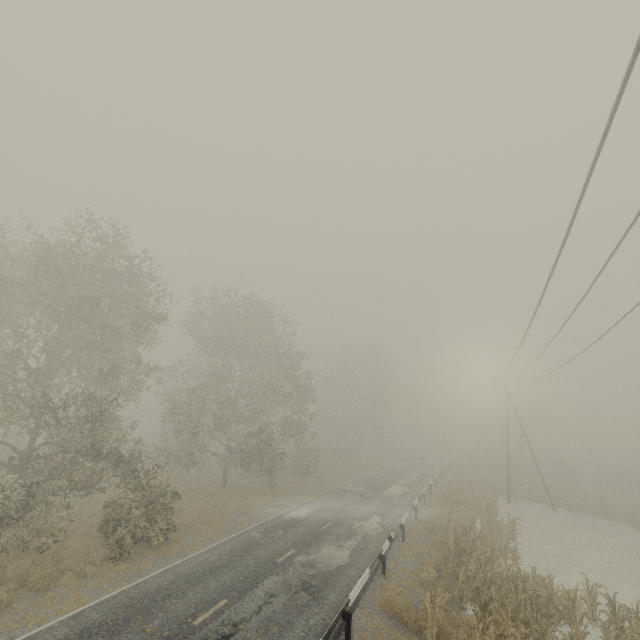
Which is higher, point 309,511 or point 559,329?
point 559,329

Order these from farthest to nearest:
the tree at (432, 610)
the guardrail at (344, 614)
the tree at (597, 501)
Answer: the tree at (597, 501)
the tree at (432, 610)
the guardrail at (344, 614)

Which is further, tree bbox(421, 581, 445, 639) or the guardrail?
tree bbox(421, 581, 445, 639)

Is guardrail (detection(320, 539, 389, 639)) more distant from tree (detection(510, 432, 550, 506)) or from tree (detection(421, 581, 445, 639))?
tree (detection(421, 581, 445, 639))

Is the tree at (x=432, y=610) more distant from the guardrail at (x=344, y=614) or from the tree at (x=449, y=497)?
the tree at (x=449, y=497)

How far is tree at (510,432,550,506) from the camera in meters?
32.5 m

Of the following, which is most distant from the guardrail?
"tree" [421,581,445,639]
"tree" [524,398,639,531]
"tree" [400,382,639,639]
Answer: "tree" [400,382,639,639]
